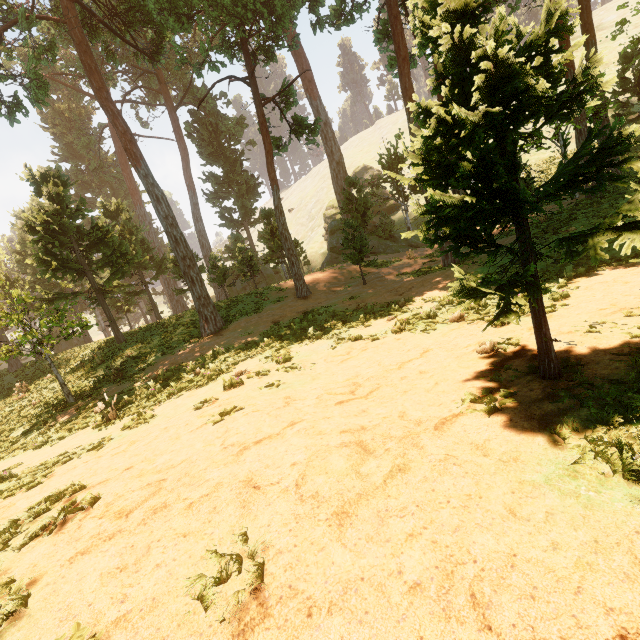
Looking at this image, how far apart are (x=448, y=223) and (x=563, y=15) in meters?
2.5
